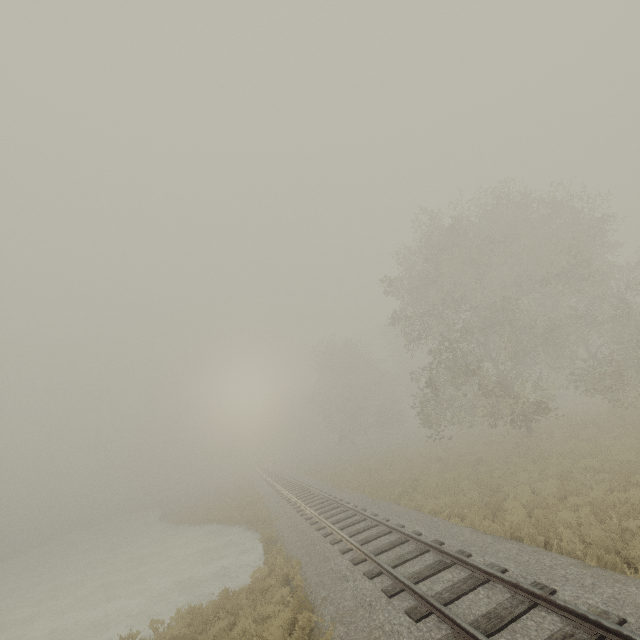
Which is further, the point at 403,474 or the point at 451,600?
the point at 403,474
